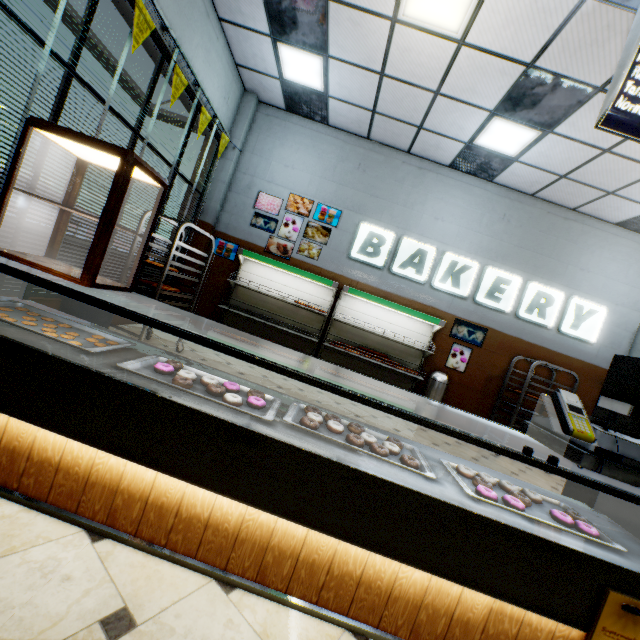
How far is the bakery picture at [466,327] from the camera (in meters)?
6.62

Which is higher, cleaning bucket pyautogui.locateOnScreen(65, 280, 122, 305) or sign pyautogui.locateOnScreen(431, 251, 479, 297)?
sign pyautogui.locateOnScreen(431, 251, 479, 297)

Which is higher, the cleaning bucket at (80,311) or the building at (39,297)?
the cleaning bucket at (80,311)

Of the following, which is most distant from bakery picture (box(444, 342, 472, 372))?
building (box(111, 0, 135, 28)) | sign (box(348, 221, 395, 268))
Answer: sign (box(348, 221, 395, 268))

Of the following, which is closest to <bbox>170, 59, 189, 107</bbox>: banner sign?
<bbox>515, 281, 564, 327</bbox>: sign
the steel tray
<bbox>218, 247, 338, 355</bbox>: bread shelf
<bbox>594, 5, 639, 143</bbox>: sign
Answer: <bbox>218, 247, 338, 355</bbox>: bread shelf

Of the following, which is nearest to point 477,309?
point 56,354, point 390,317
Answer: point 390,317

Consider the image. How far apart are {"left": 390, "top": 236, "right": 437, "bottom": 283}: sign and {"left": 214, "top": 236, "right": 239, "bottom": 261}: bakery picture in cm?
317

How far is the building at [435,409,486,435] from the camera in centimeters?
667cm
